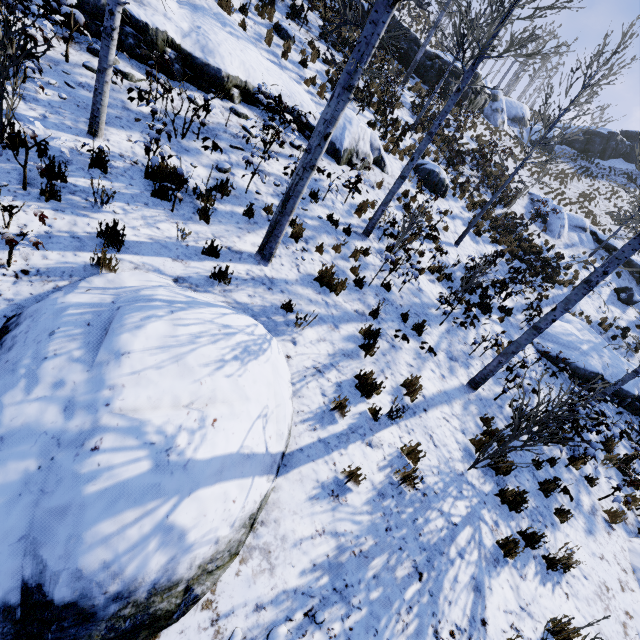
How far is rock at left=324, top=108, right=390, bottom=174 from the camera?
10.4 meters

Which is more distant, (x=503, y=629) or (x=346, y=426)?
(x=346, y=426)

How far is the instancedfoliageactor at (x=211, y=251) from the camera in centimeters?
555cm

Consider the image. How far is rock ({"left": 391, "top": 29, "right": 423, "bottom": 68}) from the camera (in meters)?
20.39

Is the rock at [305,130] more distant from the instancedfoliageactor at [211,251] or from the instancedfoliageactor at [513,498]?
the instancedfoliageactor at [513,498]

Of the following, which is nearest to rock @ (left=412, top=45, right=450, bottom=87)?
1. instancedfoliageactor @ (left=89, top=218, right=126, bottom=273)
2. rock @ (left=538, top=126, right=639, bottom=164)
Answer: rock @ (left=538, top=126, right=639, bottom=164)

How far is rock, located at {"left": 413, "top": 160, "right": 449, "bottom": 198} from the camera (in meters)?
13.91

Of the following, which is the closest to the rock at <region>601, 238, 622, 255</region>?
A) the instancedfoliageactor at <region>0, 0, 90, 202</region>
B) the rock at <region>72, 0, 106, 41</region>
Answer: the rock at <region>72, 0, 106, 41</region>
